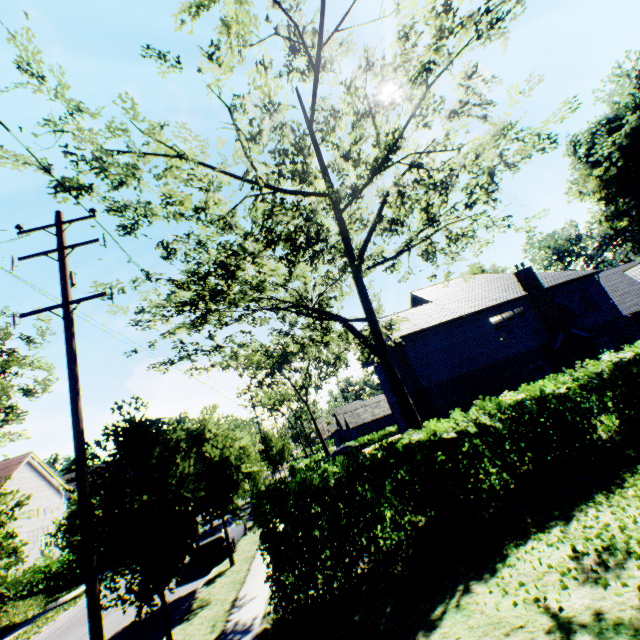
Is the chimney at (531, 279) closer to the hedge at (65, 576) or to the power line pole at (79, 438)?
the power line pole at (79, 438)

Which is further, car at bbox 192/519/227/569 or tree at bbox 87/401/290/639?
car at bbox 192/519/227/569

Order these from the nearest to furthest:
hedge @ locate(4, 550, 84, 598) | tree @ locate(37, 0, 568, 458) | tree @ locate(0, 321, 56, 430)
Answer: tree @ locate(37, 0, 568, 458), tree @ locate(0, 321, 56, 430), hedge @ locate(4, 550, 84, 598)

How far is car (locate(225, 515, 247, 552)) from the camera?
16.62m

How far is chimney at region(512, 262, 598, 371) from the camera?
20.1m

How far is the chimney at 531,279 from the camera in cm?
2006

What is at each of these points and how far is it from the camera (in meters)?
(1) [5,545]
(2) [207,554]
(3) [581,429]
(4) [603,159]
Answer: (1) tree, 14.08
(2) car, 15.64
(3) hedge, 9.52
(4) plant, 43.38
